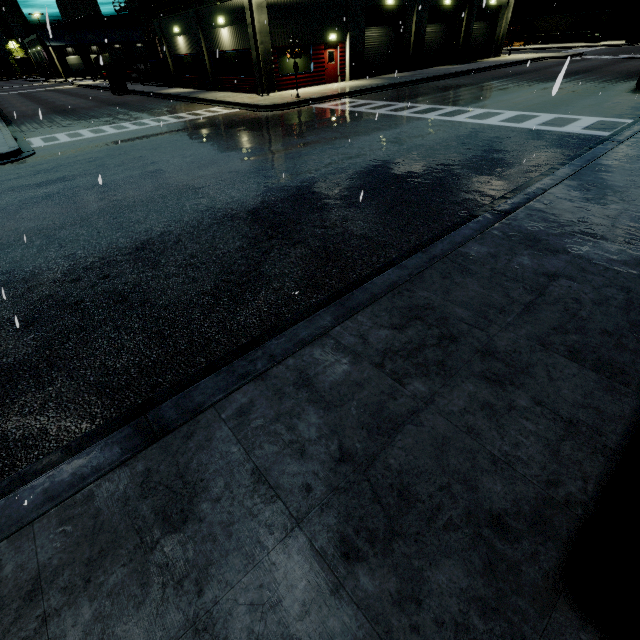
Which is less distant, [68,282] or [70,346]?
[70,346]

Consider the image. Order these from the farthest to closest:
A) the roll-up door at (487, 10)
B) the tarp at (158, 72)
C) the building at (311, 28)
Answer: the roll-up door at (487, 10), the tarp at (158, 72), the building at (311, 28)

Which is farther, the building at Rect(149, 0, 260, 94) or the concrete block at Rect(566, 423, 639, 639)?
the building at Rect(149, 0, 260, 94)

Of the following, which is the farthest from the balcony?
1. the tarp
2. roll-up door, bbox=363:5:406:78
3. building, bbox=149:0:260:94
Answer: roll-up door, bbox=363:5:406:78

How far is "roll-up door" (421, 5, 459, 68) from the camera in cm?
2926

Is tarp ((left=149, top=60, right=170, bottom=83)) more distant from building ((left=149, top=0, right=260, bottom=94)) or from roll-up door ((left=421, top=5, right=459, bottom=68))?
roll-up door ((left=421, top=5, right=459, bottom=68))

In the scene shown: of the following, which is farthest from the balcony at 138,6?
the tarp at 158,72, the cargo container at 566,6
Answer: the cargo container at 566,6

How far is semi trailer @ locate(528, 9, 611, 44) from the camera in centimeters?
5168cm
